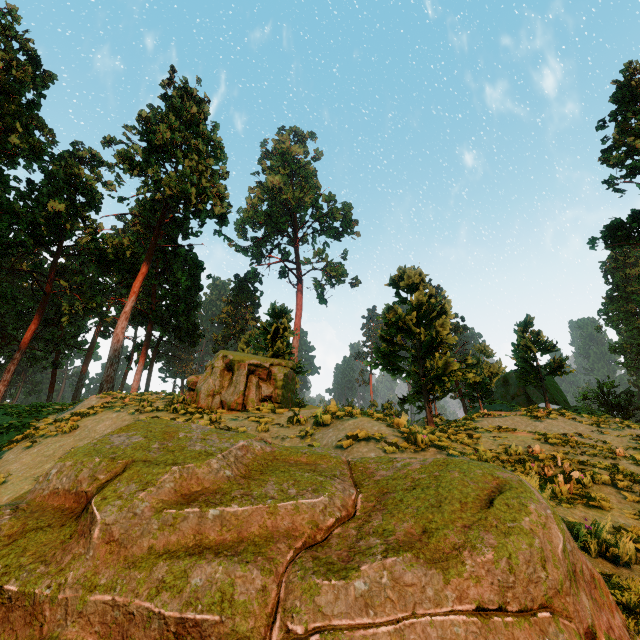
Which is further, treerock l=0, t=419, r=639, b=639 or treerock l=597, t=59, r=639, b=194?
treerock l=597, t=59, r=639, b=194

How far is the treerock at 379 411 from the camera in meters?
9.9 m

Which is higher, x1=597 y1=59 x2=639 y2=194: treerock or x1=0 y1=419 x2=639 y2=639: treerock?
x1=597 y1=59 x2=639 y2=194: treerock

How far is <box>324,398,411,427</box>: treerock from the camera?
9.9m

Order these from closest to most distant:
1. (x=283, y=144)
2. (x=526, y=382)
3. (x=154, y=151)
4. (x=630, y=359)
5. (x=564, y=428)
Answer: (x=564, y=428)
(x=526, y=382)
(x=154, y=151)
(x=630, y=359)
(x=283, y=144)

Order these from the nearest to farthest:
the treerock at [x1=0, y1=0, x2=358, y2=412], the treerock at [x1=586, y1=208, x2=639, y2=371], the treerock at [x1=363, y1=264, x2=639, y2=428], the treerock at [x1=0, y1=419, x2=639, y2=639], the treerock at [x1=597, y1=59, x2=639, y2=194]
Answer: the treerock at [x1=0, y1=419, x2=639, y2=639]
the treerock at [x1=0, y1=0, x2=358, y2=412]
the treerock at [x1=363, y1=264, x2=639, y2=428]
the treerock at [x1=597, y1=59, x2=639, y2=194]
the treerock at [x1=586, y1=208, x2=639, y2=371]

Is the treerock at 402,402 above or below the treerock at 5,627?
above
